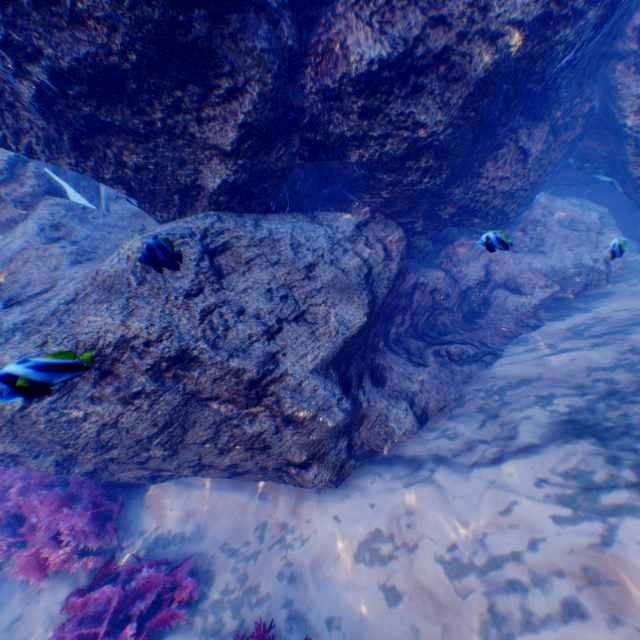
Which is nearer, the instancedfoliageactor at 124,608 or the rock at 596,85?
the rock at 596,85

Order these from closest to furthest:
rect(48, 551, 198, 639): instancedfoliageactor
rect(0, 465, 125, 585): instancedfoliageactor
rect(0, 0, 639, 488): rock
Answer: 1. rect(0, 0, 639, 488): rock
2. rect(48, 551, 198, 639): instancedfoliageactor
3. rect(0, 465, 125, 585): instancedfoliageactor

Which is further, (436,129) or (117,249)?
(117,249)

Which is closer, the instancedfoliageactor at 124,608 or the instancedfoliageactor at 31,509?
the instancedfoliageactor at 124,608

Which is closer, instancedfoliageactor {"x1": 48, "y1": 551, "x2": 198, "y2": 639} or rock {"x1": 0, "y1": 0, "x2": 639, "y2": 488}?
rock {"x1": 0, "y1": 0, "x2": 639, "y2": 488}

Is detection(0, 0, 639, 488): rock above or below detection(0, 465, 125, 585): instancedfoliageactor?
above
